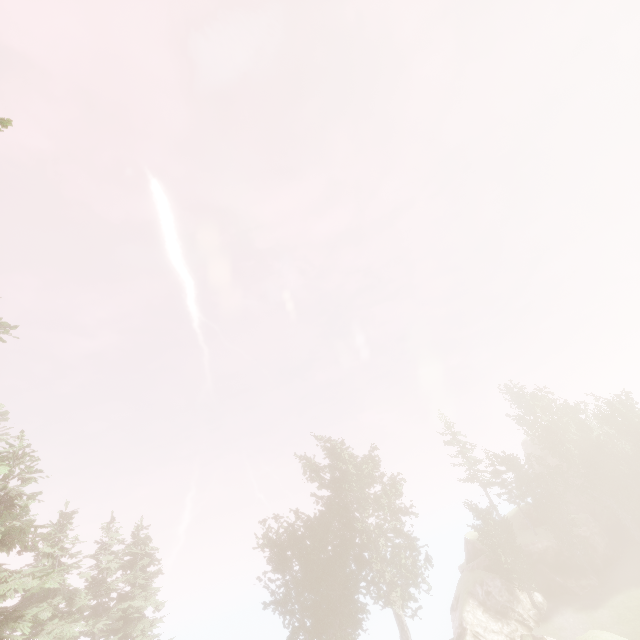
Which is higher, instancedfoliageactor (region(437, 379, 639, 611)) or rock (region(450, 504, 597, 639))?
instancedfoliageactor (region(437, 379, 639, 611))

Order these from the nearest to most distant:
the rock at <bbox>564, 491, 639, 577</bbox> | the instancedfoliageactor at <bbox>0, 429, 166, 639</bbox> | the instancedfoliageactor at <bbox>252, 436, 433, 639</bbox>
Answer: the instancedfoliageactor at <bbox>0, 429, 166, 639</bbox>
the instancedfoliageactor at <bbox>252, 436, 433, 639</bbox>
the rock at <bbox>564, 491, 639, 577</bbox>

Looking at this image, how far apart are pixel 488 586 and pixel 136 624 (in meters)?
30.98

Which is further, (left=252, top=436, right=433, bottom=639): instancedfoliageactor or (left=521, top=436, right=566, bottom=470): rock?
(left=521, top=436, right=566, bottom=470): rock

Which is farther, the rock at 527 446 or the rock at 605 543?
the rock at 527 446

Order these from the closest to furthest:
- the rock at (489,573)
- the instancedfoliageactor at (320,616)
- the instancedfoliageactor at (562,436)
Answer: the rock at (489,573) < the instancedfoliageactor at (320,616) < the instancedfoliageactor at (562,436)

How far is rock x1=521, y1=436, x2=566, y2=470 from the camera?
45.4 meters
